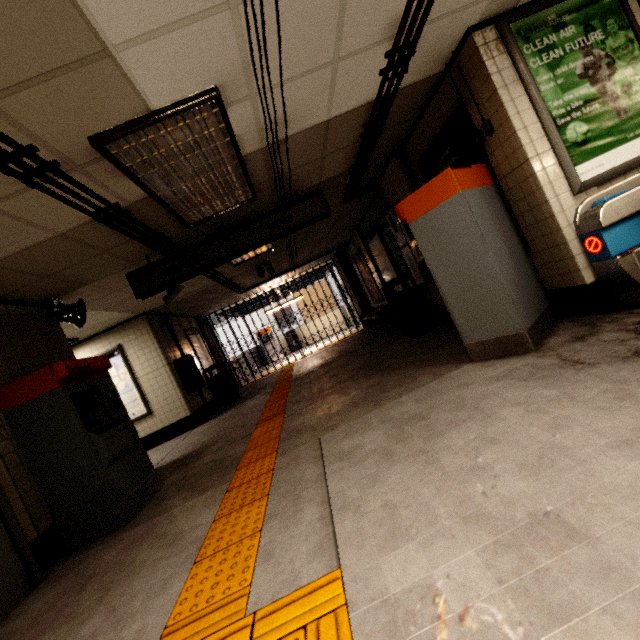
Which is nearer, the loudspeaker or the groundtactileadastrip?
the groundtactileadastrip

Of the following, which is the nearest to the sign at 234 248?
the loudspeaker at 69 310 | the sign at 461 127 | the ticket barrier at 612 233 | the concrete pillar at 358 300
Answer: the loudspeaker at 69 310

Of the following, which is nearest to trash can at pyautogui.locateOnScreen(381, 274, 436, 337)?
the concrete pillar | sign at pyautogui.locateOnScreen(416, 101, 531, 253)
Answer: sign at pyautogui.locateOnScreen(416, 101, 531, 253)

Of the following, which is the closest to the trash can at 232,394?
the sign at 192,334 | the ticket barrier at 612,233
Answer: the sign at 192,334

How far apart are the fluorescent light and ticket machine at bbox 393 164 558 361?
1.7 meters

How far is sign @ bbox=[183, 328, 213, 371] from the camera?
9.50m

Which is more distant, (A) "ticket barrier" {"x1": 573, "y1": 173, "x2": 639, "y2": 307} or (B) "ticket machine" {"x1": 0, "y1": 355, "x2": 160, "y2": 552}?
(B) "ticket machine" {"x1": 0, "y1": 355, "x2": 160, "y2": 552}

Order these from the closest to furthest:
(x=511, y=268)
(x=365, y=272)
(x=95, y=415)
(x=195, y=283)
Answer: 1. (x=511, y=268)
2. (x=95, y=415)
3. (x=195, y=283)
4. (x=365, y=272)
